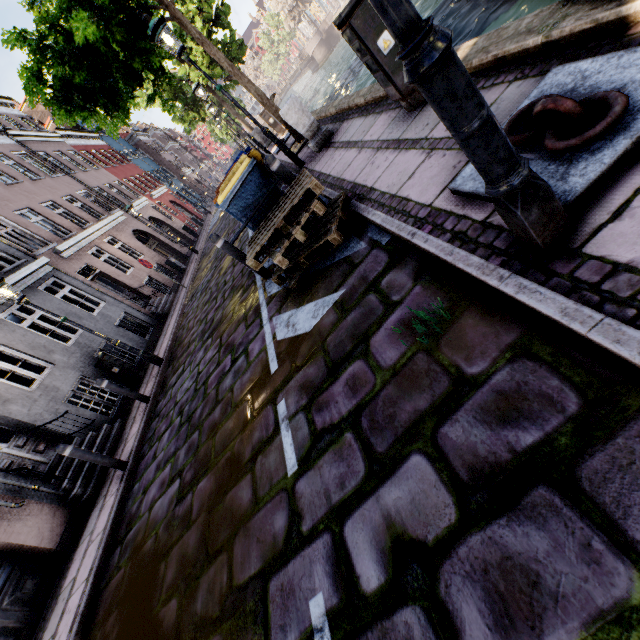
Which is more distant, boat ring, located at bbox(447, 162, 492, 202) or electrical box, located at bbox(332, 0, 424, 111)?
electrical box, located at bbox(332, 0, 424, 111)

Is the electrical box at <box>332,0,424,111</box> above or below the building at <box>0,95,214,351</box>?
below

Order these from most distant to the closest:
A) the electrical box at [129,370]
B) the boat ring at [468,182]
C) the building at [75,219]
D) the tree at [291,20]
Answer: the tree at [291,20] → the building at [75,219] → the electrical box at [129,370] → the boat ring at [468,182]

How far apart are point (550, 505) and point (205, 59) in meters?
22.6

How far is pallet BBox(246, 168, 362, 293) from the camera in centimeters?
345cm

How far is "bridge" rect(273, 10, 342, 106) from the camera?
46.1m

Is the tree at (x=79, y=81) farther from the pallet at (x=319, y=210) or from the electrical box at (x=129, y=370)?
the electrical box at (x=129, y=370)

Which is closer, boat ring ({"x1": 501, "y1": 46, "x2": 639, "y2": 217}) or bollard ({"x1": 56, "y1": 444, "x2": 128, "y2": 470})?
boat ring ({"x1": 501, "y1": 46, "x2": 639, "y2": 217})
